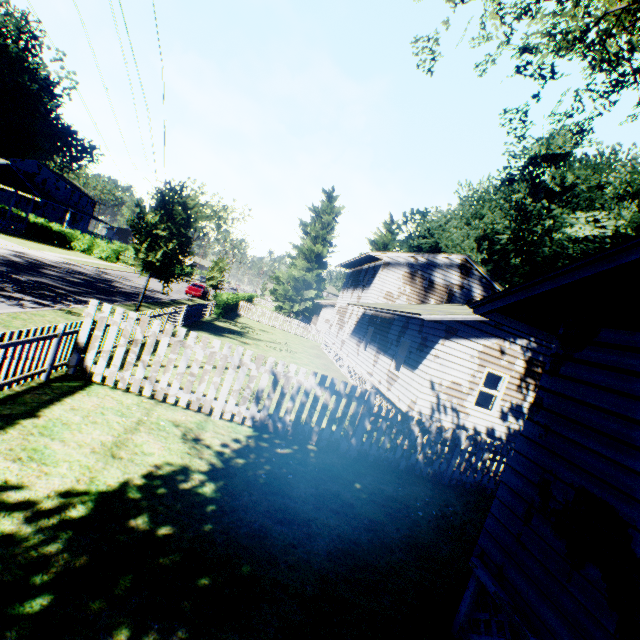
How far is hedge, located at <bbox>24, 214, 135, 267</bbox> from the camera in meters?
39.2

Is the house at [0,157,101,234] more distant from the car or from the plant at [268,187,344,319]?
the car

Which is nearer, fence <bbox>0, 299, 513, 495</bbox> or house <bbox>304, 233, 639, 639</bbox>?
house <bbox>304, 233, 639, 639</bbox>

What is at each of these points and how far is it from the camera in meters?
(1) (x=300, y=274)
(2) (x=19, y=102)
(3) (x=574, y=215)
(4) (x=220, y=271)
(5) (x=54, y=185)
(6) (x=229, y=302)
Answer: (1) plant, 49.3 m
(2) plant, 49.1 m
(3) plant, 28.3 m
(4) plant, 34.9 m
(5) house, 54.9 m
(6) hedge, 29.0 m

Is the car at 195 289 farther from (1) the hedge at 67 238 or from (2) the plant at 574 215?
(1) the hedge at 67 238

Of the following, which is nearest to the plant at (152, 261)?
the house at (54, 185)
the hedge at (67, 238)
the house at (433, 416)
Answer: the house at (433, 416)

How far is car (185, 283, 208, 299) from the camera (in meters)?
34.53

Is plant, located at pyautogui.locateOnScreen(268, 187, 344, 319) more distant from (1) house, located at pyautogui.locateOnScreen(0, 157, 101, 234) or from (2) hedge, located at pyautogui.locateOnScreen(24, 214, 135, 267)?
(2) hedge, located at pyautogui.locateOnScreen(24, 214, 135, 267)
